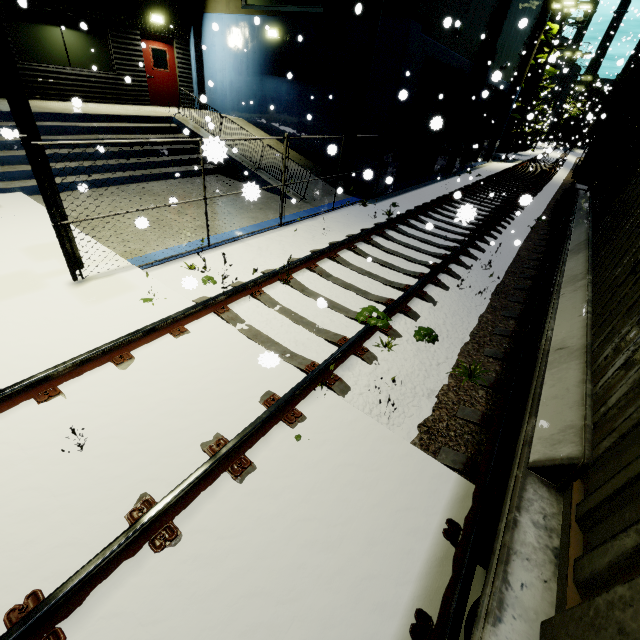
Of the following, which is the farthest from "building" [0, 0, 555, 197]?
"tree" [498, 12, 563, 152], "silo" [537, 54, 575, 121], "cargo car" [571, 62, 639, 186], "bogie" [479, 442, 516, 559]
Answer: "silo" [537, 54, 575, 121]

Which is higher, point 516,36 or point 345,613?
point 516,36

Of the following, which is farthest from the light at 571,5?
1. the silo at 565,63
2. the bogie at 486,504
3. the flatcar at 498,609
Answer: the bogie at 486,504

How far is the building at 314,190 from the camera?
9.56m

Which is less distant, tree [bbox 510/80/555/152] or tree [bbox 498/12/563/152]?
tree [bbox 498/12/563/152]

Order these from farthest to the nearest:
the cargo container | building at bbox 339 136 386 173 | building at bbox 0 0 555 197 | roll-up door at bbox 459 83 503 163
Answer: roll-up door at bbox 459 83 503 163, building at bbox 339 136 386 173, building at bbox 0 0 555 197, the cargo container

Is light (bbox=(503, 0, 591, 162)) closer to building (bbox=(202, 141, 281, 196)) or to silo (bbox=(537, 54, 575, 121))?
building (bbox=(202, 141, 281, 196))

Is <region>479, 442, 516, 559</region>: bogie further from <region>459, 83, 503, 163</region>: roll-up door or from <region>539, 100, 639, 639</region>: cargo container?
<region>459, 83, 503, 163</region>: roll-up door
